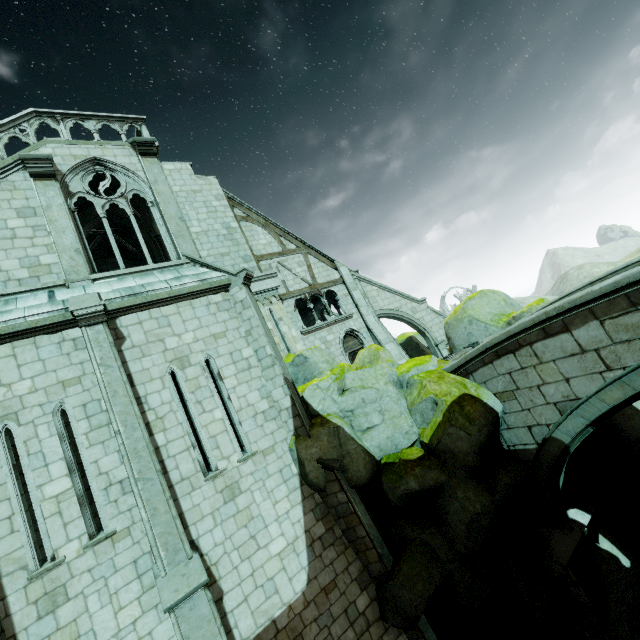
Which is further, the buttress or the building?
the buttress

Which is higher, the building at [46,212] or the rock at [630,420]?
the building at [46,212]

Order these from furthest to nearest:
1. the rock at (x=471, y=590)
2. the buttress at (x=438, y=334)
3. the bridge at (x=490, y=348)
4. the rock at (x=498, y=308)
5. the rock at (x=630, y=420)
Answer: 1. the buttress at (x=438, y=334)
2. the rock at (x=498, y=308)
3. the rock at (x=630, y=420)
4. the rock at (x=471, y=590)
5. the bridge at (x=490, y=348)

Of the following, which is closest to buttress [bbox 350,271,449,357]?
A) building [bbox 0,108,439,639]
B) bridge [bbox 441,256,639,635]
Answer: building [bbox 0,108,439,639]

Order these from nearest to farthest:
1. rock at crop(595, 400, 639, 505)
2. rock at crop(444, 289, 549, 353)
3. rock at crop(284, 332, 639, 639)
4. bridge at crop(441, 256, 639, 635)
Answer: bridge at crop(441, 256, 639, 635)
rock at crop(284, 332, 639, 639)
rock at crop(595, 400, 639, 505)
rock at crop(444, 289, 549, 353)

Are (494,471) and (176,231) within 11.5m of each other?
no

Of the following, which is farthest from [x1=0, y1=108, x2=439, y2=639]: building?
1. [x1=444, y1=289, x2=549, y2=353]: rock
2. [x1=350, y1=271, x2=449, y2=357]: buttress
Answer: [x1=444, y1=289, x2=549, y2=353]: rock

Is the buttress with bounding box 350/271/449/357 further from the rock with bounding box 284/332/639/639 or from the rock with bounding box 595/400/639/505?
the rock with bounding box 284/332/639/639
